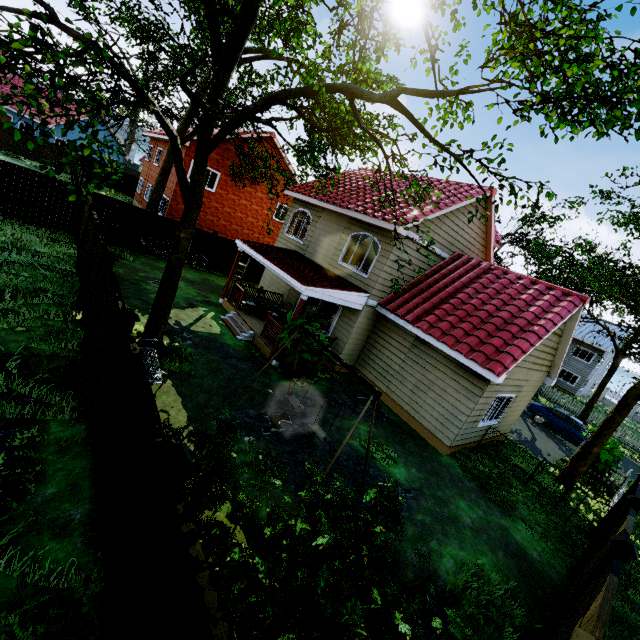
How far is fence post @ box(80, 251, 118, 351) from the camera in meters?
7.2 m

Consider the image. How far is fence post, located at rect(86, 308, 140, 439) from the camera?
5.04m

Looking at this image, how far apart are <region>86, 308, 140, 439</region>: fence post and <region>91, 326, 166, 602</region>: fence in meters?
0.0

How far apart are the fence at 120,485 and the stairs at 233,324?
7.1 meters

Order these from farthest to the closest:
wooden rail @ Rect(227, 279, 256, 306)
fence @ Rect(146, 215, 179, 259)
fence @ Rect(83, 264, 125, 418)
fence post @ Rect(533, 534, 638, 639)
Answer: fence @ Rect(146, 215, 179, 259), wooden rail @ Rect(227, 279, 256, 306), fence @ Rect(83, 264, 125, 418), fence post @ Rect(533, 534, 638, 639)

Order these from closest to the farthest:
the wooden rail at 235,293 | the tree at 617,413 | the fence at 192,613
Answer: the fence at 192,613 → the tree at 617,413 → the wooden rail at 235,293

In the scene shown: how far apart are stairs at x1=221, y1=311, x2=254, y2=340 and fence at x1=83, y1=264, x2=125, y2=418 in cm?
528

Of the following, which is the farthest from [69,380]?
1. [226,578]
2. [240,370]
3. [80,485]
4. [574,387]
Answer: [574,387]
